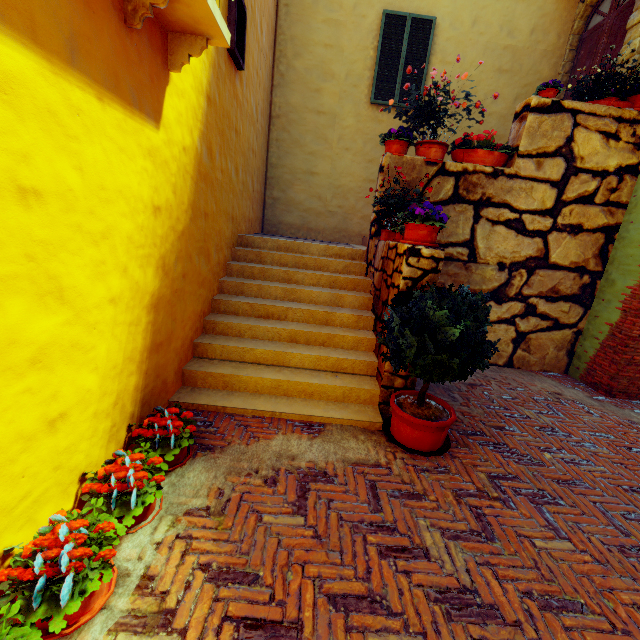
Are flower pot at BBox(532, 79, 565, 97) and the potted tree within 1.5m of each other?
no

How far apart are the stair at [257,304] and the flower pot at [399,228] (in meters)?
1.00

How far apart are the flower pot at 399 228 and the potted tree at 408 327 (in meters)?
0.49

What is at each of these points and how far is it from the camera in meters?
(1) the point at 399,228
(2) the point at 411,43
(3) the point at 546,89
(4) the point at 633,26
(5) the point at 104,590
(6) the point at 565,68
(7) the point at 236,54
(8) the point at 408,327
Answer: (1) flower pot, 3.9
(2) window, 6.7
(3) flower pot, 4.7
(4) stone doorway, 5.3
(5) flower pot, 1.7
(6) stone doorway, 6.8
(7) window, 4.1
(8) potted tree, 3.0

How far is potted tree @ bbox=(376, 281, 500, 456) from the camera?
2.7 meters

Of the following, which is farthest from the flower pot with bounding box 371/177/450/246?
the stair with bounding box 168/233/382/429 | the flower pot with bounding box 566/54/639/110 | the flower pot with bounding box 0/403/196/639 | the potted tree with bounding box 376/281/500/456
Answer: the flower pot with bounding box 566/54/639/110

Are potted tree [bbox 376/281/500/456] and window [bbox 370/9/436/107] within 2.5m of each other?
no

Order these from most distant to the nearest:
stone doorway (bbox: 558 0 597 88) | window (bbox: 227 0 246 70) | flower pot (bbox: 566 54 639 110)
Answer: stone doorway (bbox: 558 0 597 88) → flower pot (bbox: 566 54 639 110) → window (bbox: 227 0 246 70)
